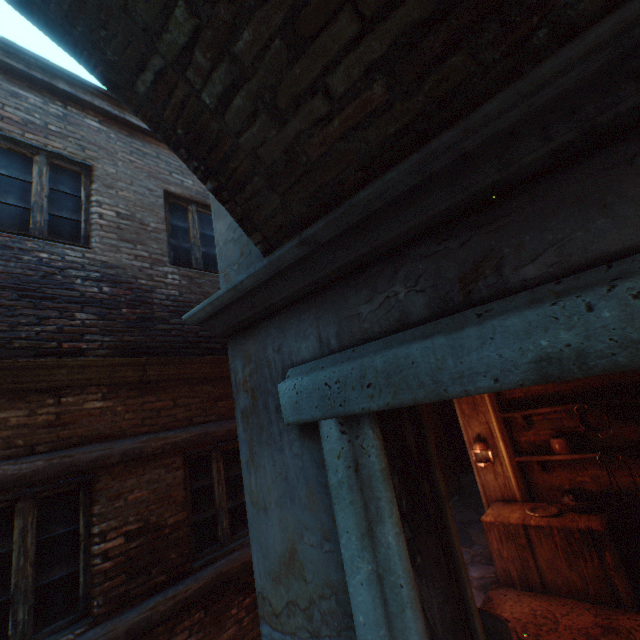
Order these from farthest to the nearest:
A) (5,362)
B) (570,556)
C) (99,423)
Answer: (570,556)
(99,423)
(5,362)

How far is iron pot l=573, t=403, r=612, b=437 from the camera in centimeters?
448cm

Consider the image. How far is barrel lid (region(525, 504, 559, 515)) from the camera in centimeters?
443cm

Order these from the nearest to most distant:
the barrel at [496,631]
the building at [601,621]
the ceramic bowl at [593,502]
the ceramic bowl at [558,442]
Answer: the barrel at [496,631] < the building at [601,621] < the ceramic bowl at [593,502] < the ceramic bowl at [558,442]

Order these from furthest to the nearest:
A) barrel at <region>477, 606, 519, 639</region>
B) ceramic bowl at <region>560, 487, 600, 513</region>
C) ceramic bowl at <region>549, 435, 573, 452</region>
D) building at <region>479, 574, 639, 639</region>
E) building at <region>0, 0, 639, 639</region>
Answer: ceramic bowl at <region>549, 435, 573, 452</region> < ceramic bowl at <region>560, 487, 600, 513</region> < building at <region>479, 574, 639, 639</region> < barrel at <region>477, 606, 519, 639</region> < building at <region>0, 0, 639, 639</region>

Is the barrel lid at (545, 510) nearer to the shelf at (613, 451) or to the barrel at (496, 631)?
the shelf at (613, 451)

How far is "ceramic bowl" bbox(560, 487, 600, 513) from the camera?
4.3 meters

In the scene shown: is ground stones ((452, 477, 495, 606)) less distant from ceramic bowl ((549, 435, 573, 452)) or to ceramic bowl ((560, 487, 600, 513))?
ceramic bowl ((560, 487, 600, 513))
